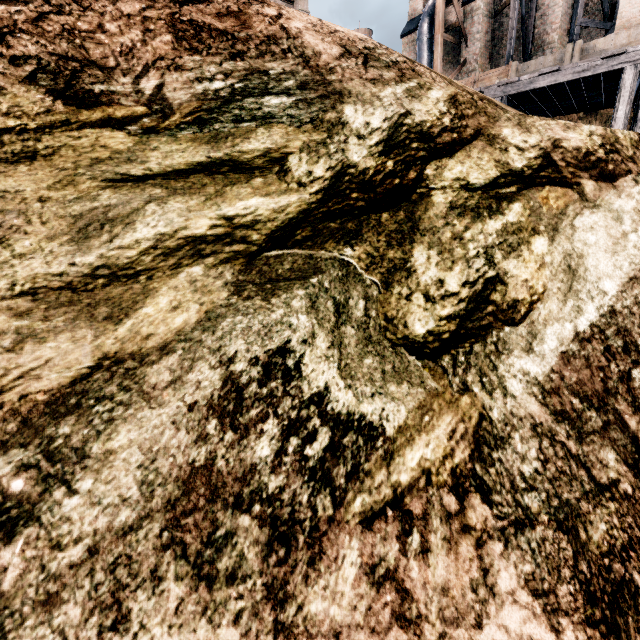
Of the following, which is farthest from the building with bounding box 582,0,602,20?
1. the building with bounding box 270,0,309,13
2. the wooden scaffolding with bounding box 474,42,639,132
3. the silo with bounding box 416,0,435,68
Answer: the building with bounding box 270,0,309,13

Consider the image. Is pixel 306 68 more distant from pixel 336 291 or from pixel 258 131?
pixel 336 291

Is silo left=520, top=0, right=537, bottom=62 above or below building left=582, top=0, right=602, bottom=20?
below

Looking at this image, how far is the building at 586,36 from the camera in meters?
18.2

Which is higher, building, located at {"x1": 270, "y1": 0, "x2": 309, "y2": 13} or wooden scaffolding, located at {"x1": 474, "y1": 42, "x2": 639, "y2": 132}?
building, located at {"x1": 270, "y1": 0, "x2": 309, "y2": 13}

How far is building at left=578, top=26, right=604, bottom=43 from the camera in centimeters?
1816cm

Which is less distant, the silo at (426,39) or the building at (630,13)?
the building at (630,13)

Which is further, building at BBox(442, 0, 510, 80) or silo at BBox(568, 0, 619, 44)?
building at BBox(442, 0, 510, 80)
